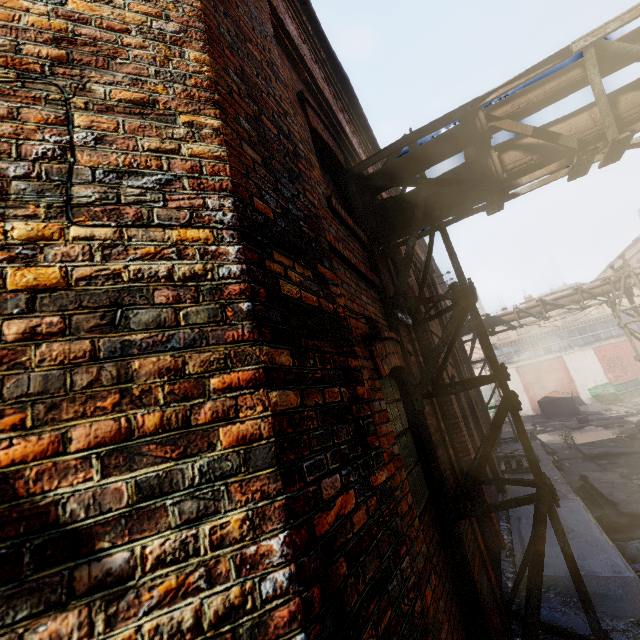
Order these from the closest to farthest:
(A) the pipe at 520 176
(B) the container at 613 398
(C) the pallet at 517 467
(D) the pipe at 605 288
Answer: (A) the pipe at 520 176, (C) the pallet at 517 467, (D) the pipe at 605 288, (B) the container at 613 398

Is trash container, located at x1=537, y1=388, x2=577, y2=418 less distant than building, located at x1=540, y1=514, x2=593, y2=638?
No

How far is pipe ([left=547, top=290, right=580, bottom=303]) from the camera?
13.3m

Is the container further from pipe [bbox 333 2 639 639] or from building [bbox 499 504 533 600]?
pipe [bbox 333 2 639 639]

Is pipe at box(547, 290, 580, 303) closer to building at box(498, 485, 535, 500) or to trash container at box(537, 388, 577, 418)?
building at box(498, 485, 535, 500)

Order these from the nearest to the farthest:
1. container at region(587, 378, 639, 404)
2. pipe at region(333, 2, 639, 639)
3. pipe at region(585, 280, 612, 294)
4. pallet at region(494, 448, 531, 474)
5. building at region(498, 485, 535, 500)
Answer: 1. pipe at region(333, 2, 639, 639)
2. building at region(498, 485, 535, 500)
3. pallet at region(494, 448, 531, 474)
4. pipe at region(585, 280, 612, 294)
5. container at region(587, 378, 639, 404)

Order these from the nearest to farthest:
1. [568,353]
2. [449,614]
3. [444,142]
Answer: [449,614], [444,142], [568,353]

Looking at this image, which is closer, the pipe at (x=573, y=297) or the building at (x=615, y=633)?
the building at (x=615, y=633)
